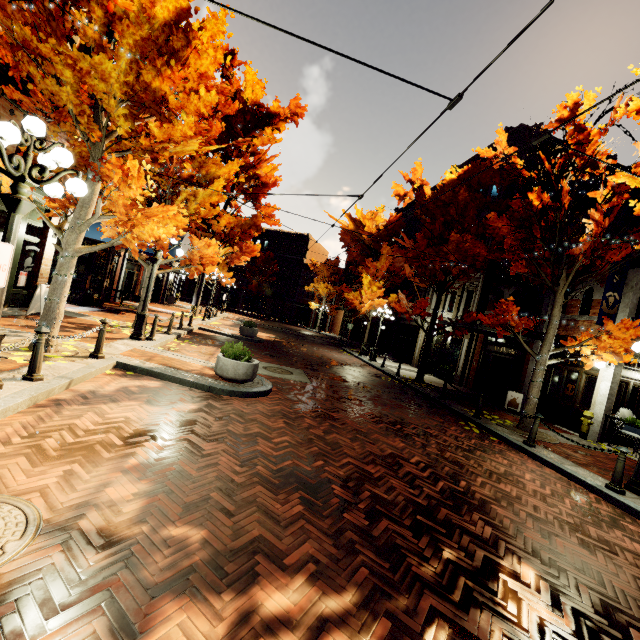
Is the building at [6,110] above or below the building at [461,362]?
above

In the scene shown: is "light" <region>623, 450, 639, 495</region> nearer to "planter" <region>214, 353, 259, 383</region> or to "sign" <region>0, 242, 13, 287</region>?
"planter" <region>214, 353, 259, 383</region>

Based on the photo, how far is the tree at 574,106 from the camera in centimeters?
886cm

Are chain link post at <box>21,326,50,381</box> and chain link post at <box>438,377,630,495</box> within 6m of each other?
no

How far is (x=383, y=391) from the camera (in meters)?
11.77

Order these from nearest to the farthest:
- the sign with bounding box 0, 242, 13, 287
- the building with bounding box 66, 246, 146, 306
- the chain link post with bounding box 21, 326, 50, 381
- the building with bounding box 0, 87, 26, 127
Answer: the sign with bounding box 0, 242, 13, 287
the chain link post with bounding box 21, 326, 50, 381
the building with bounding box 0, 87, 26, 127
the building with bounding box 66, 246, 146, 306

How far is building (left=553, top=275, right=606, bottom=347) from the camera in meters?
11.8

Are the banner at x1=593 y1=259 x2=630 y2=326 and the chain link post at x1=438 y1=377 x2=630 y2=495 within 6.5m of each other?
yes
